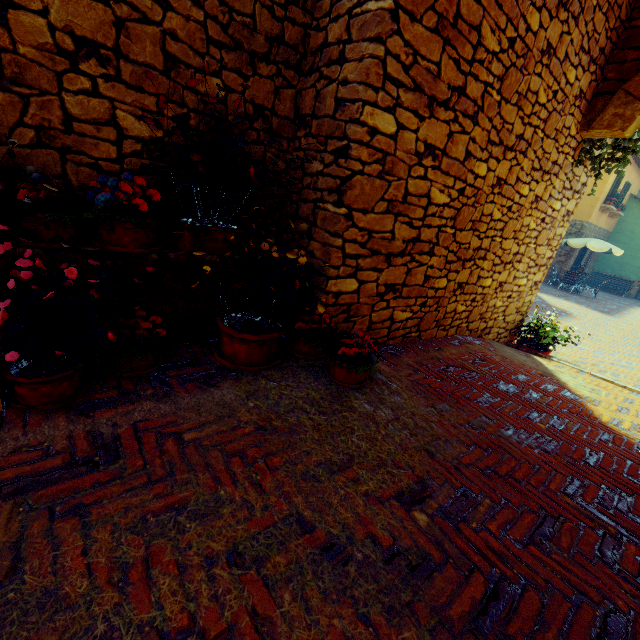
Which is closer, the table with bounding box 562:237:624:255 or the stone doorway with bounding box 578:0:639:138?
the stone doorway with bounding box 578:0:639:138

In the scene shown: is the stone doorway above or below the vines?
above

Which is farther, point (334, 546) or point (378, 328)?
point (378, 328)

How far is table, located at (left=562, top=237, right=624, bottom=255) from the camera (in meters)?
15.72

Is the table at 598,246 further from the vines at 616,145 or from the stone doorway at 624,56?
the stone doorway at 624,56

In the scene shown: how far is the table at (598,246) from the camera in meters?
15.7

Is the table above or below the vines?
below

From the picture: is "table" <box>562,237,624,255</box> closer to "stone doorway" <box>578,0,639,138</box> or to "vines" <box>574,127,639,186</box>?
"vines" <box>574,127,639,186</box>
